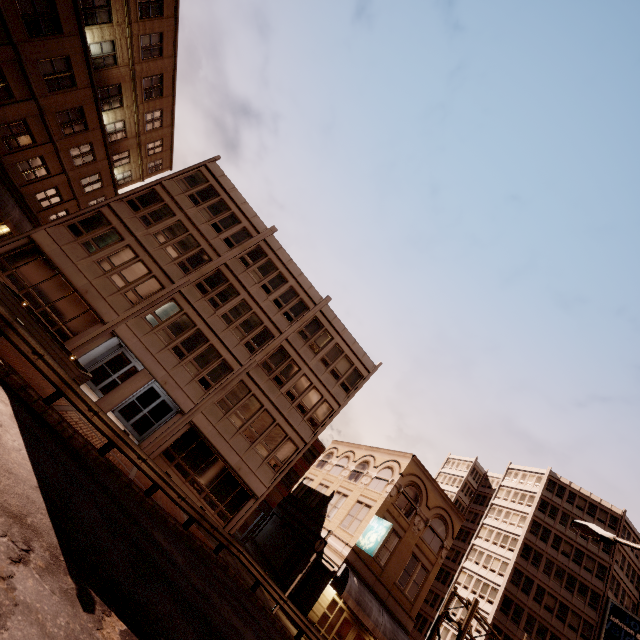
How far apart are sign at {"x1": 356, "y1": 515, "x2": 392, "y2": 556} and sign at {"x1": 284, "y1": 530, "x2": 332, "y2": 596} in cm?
352

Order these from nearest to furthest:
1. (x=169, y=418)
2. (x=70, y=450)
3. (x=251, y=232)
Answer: (x=70, y=450)
(x=169, y=418)
(x=251, y=232)

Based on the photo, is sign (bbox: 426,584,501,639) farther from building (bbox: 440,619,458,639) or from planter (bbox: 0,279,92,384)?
planter (bbox: 0,279,92,384)

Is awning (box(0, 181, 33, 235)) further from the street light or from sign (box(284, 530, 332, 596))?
the street light

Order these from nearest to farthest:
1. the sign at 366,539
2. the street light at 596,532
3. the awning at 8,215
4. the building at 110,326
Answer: the street light at 596,532, the building at 110,326, the sign at 366,539, the awning at 8,215

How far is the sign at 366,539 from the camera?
20.6 meters

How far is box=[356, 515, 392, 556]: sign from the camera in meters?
20.6 m

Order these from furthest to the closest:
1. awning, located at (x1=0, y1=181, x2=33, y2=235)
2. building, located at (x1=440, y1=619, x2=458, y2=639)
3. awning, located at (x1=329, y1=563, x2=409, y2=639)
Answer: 1. building, located at (x1=440, y1=619, x2=458, y2=639)
2. awning, located at (x1=0, y1=181, x2=33, y2=235)
3. awning, located at (x1=329, y1=563, x2=409, y2=639)
